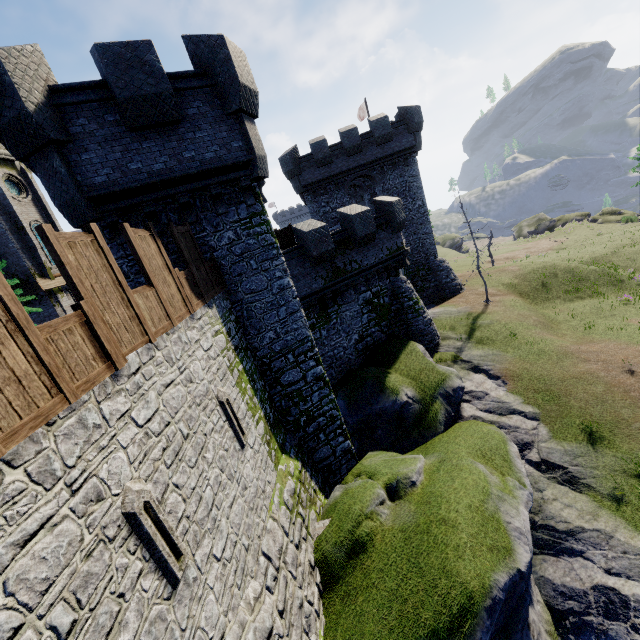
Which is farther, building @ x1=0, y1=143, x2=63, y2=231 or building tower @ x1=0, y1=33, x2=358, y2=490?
building @ x1=0, y1=143, x2=63, y2=231

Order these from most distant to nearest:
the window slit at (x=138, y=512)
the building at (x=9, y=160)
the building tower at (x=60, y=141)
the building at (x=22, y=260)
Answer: the building at (x=9, y=160), the building at (x=22, y=260), the building tower at (x=60, y=141), the window slit at (x=138, y=512)

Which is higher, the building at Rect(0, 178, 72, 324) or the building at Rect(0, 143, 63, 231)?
the building at Rect(0, 143, 63, 231)

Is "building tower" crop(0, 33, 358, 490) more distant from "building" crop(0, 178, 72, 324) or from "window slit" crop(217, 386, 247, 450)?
"building" crop(0, 178, 72, 324)

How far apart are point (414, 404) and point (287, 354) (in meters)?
7.78

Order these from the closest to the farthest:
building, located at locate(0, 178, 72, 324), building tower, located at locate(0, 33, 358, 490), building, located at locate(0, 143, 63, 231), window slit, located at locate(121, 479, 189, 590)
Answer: window slit, located at locate(121, 479, 189, 590) < building tower, located at locate(0, 33, 358, 490) < building, located at locate(0, 178, 72, 324) < building, located at locate(0, 143, 63, 231)

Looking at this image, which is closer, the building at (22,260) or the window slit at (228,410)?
the window slit at (228,410)

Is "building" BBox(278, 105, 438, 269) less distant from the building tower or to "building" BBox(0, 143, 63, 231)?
the building tower
